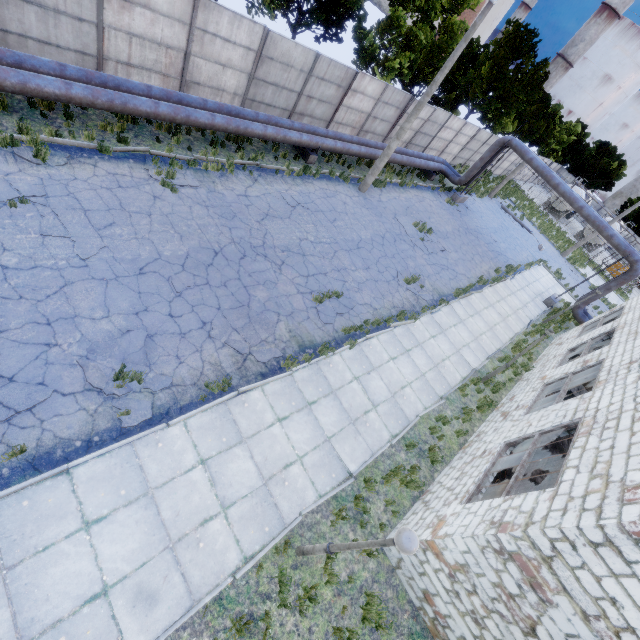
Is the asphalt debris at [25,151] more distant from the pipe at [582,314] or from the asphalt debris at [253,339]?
the asphalt debris at [253,339]

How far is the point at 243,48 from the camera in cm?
1329

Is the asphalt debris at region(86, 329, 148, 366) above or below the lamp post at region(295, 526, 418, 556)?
below

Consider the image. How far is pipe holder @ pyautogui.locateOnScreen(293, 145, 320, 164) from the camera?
16.11m

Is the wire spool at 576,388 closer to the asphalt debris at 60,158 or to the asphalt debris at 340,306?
the asphalt debris at 340,306

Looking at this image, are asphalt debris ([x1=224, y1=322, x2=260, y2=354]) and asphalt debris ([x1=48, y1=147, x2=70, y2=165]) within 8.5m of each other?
yes

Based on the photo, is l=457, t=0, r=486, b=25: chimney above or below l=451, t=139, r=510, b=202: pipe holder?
above

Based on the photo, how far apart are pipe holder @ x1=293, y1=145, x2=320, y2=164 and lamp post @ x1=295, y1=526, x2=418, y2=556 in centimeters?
1600cm
